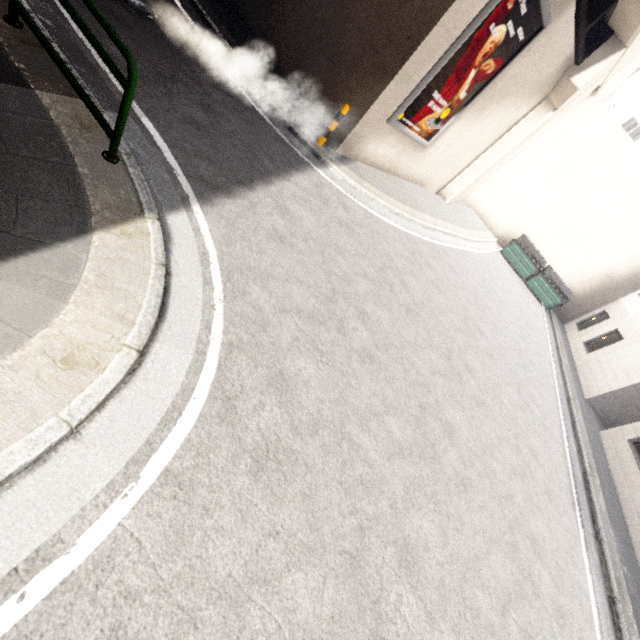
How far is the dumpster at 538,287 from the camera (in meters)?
17.73

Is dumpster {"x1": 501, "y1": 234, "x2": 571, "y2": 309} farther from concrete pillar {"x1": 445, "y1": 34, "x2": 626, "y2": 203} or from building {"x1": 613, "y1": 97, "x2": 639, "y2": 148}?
building {"x1": 613, "y1": 97, "x2": 639, "y2": 148}

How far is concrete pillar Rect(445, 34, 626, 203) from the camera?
10.6 meters

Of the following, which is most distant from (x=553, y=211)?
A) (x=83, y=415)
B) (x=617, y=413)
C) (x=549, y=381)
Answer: (x=83, y=415)

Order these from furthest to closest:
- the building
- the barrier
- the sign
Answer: the building
the sign
the barrier

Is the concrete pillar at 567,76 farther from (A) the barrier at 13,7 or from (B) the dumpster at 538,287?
(A) the barrier at 13,7

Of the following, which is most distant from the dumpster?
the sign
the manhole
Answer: the manhole

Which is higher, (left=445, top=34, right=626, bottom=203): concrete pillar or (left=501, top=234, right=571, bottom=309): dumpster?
(left=445, top=34, right=626, bottom=203): concrete pillar
